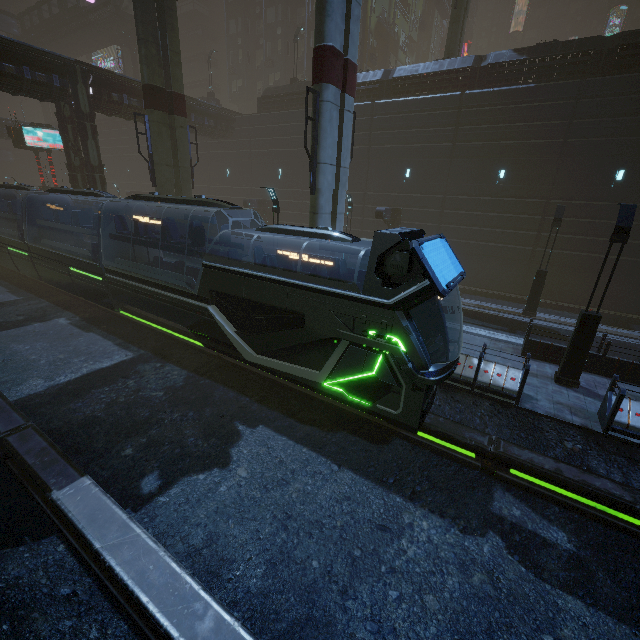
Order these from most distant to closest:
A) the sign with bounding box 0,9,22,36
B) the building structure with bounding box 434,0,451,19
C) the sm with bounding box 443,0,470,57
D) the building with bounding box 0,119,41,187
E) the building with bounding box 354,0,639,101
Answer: the sign with bounding box 0,9,22,36, the building structure with bounding box 434,0,451,19, the building with bounding box 0,119,41,187, the sm with bounding box 443,0,470,57, the building with bounding box 354,0,639,101

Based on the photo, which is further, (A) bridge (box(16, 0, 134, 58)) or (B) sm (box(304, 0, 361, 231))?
(A) bridge (box(16, 0, 134, 58))

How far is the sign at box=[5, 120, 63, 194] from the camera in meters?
24.7

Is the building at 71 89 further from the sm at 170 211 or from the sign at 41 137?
the sign at 41 137

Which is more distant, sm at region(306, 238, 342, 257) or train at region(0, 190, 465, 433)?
sm at region(306, 238, 342, 257)

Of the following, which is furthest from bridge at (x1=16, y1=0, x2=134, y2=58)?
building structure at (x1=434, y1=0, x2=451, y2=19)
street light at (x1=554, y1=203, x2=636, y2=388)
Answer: street light at (x1=554, y1=203, x2=636, y2=388)

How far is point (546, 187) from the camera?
19.1m

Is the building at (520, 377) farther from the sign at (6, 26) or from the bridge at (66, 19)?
the sign at (6, 26)
